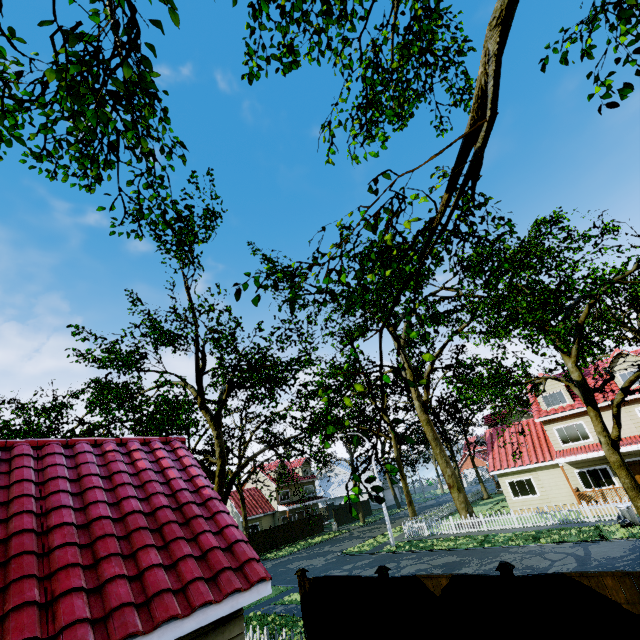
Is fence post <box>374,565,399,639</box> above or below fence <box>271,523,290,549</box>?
above

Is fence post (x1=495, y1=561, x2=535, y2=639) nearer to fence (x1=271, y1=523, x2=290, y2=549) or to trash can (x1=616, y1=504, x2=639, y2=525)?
fence (x1=271, y1=523, x2=290, y2=549)

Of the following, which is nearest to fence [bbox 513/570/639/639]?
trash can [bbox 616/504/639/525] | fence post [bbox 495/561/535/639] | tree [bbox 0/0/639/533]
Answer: fence post [bbox 495/561/535/639]

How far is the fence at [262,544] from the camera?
33.25m

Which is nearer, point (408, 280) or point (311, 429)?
point (408, 280)

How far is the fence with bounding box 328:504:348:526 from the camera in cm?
4306

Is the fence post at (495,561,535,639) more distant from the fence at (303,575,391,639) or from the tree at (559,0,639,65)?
the tree at (559,0,639,65)
